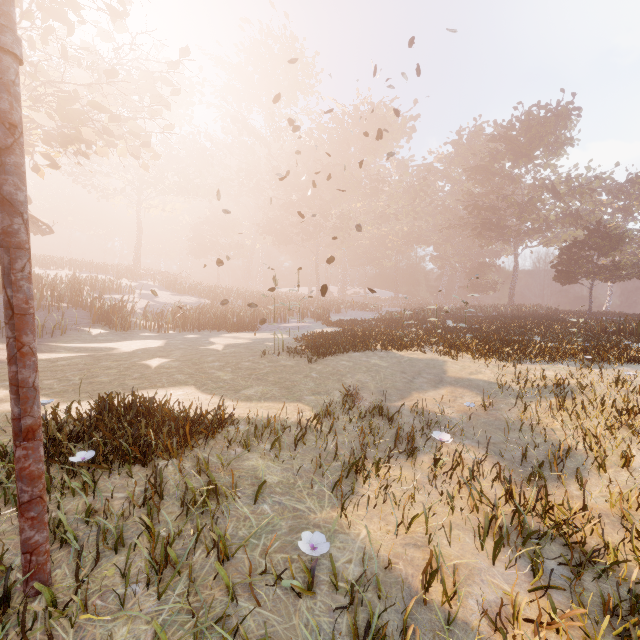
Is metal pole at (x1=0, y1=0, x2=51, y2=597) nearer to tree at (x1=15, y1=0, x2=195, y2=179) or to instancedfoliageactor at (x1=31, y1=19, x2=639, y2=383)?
tree at (x1=15, y1=0, x2=195, y2=179)

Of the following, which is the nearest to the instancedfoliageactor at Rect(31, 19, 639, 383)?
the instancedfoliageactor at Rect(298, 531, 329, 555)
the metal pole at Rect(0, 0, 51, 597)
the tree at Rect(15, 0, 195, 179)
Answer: the instancedfoliageactor at Rect(298, 531, 329, 555)

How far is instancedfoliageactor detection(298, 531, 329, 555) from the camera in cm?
240

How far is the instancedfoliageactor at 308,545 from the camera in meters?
2.4

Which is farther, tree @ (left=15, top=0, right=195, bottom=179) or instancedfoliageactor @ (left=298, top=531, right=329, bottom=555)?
tree @ (left=15, top=0, right=195, bottom=179)

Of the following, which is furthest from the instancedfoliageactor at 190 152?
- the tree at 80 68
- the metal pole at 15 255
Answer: the tree at 80 68

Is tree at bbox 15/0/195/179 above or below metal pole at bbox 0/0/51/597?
above

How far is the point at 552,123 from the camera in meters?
40.5
